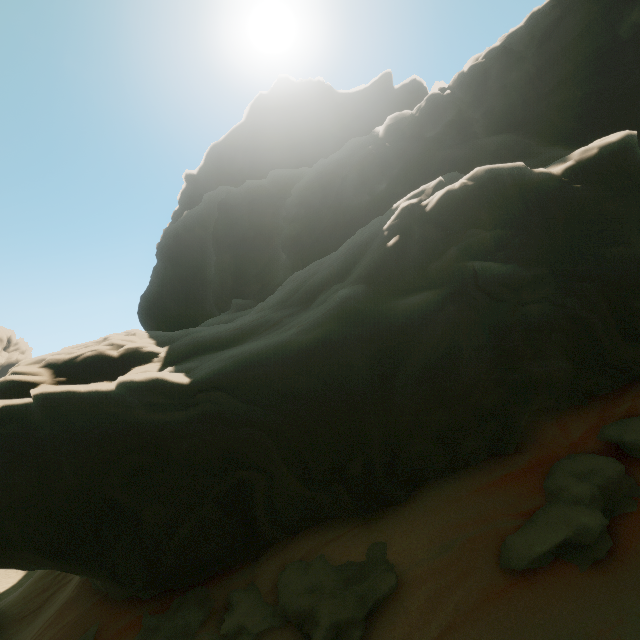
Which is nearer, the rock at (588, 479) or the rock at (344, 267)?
the rock at (588, 479)

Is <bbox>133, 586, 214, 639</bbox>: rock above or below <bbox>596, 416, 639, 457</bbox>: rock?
below

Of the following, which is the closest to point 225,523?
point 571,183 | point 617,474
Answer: point 617,474

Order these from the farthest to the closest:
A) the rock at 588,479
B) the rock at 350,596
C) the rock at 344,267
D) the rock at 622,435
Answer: the rock at 344,267 → the rock at 622,435 → the rock at 350,596 → the rock at 588,479

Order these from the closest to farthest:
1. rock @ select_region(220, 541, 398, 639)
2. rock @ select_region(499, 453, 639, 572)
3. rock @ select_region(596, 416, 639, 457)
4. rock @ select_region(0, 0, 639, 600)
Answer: rock @ select_region(499, 453, 639, 572) → rock @ select_region(220, 541, 398, 639) → rock @ select_region(596, 416, 639, 457) → rock @ select_region(0, 0, 639, 600)

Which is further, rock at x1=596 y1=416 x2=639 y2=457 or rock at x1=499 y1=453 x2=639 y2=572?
rock at x1=596 y1=416 x2=639 y2=457
